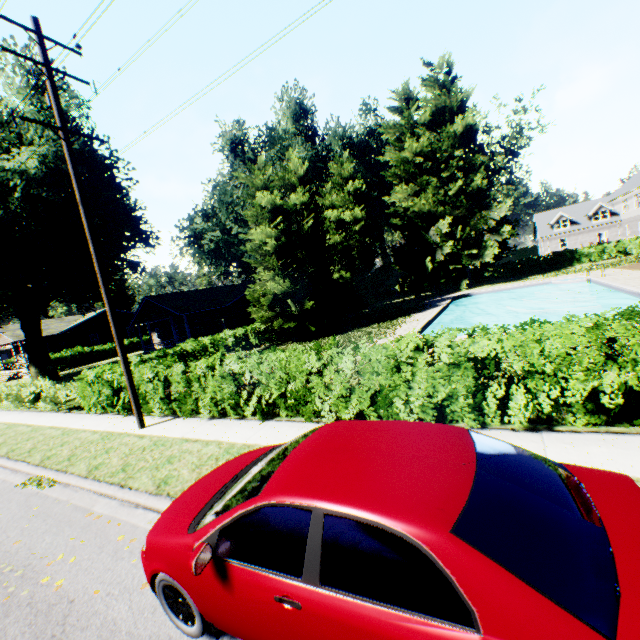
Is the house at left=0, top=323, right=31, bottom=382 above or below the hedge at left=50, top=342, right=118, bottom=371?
above

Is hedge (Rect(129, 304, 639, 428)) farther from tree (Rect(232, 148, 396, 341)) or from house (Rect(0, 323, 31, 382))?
house (Rect(0, 323, 31, 382))

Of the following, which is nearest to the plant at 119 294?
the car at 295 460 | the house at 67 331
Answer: the house at 67 331

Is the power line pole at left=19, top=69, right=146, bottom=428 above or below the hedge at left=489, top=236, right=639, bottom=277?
above

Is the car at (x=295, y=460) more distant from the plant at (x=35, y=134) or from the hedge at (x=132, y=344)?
the hedge at (x=132, y=344)

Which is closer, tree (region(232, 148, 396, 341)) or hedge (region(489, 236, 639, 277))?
tree (region(232, 148, 396, 341))

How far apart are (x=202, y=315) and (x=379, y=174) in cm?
4356

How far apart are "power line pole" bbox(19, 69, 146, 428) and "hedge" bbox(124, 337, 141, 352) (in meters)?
39.18
